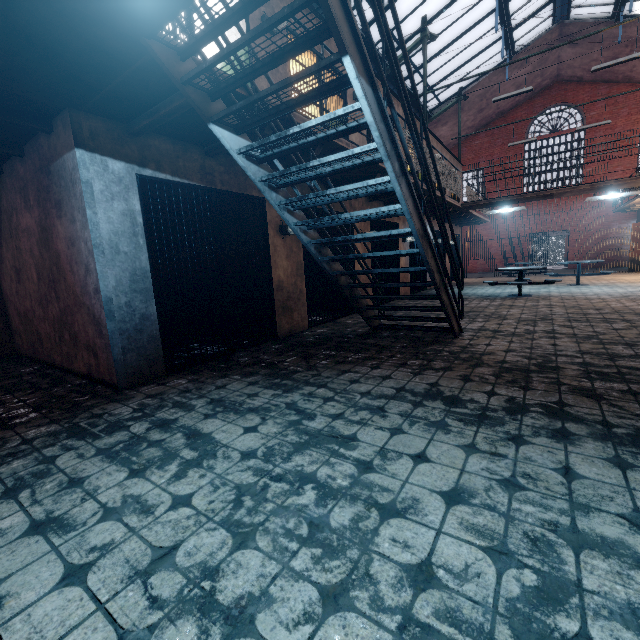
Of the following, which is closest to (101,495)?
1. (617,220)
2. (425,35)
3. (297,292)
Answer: (297,292)

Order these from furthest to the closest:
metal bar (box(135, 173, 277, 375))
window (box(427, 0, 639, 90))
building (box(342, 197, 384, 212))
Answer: window (box(427, 0, 639, 90))
building (box(342, 197, 384, 212))
metal bar (box(135, 173, 277, 375))

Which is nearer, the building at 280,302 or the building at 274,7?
the building at 274,7

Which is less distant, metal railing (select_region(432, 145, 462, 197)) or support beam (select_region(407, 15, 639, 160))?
metal railing (select_region(432, 145, 462, 197))

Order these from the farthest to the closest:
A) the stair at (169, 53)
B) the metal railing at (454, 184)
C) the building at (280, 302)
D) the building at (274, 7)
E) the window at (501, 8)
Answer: the window at (501, 8) < the metal railing at (454, 184) < the building at (280, 302) < the building at (274, 7) < the stair at (169, 53)

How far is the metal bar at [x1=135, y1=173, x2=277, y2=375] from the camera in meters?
3.9

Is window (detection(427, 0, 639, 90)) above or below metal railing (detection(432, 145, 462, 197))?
above

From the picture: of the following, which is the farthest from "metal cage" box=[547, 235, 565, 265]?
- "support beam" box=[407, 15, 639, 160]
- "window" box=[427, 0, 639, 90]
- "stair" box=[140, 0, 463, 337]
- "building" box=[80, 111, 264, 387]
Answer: "stair" box=[140, 0, 463, 337]
